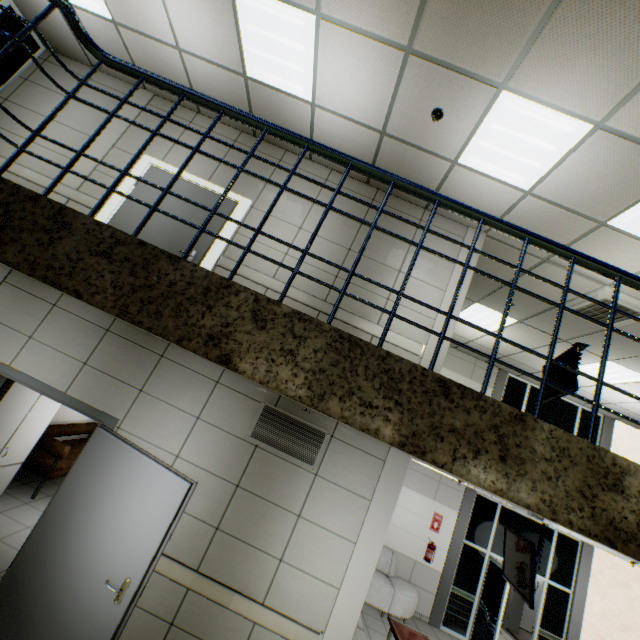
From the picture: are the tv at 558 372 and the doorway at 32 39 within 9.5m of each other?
no

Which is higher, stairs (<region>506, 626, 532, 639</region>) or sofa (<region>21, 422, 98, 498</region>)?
sofa (<region>21, 422, 98, 498</region>)

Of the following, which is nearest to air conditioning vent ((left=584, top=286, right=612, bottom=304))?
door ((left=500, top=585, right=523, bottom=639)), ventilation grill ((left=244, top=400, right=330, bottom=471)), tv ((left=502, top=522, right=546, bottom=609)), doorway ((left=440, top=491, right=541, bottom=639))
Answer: tv ((left=502, top=522, right=546, bottom=609))

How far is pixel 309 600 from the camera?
3.6 meters

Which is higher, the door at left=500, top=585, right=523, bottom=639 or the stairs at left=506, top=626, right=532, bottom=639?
the door at left=500, top=585, right=523, bottom=639

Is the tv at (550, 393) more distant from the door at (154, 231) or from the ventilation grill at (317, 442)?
the door at (154, 231)

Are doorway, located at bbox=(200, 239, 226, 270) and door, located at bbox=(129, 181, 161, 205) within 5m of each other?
yes

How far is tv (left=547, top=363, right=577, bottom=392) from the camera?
5.8 meters
